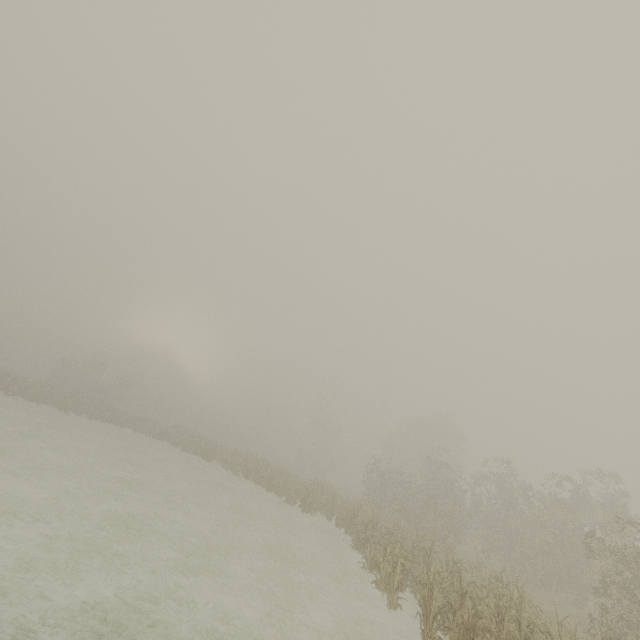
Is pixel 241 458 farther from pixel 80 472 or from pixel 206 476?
pixel 80 472
